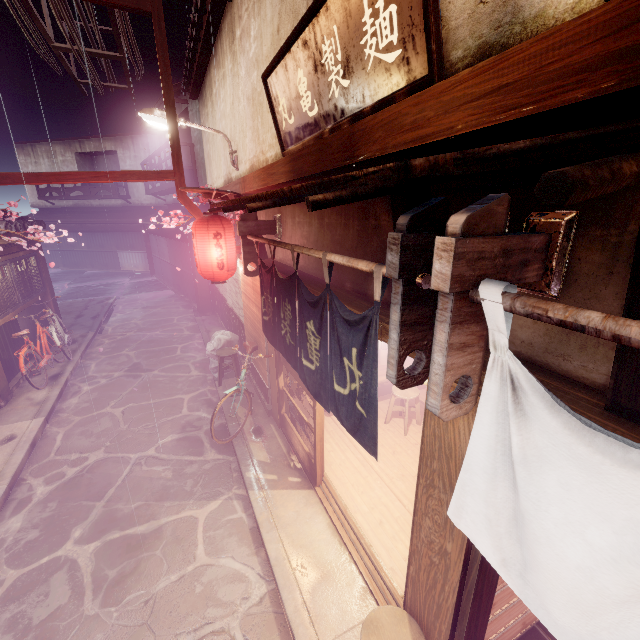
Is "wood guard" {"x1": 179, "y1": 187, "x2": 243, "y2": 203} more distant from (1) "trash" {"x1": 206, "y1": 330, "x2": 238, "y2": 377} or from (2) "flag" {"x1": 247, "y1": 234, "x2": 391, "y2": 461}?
(1) "trash" {"x1": 206, "y1": 330, "x2": 238, "y2": 377}

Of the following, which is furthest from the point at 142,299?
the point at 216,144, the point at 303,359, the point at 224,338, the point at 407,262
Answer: the point at 407,262

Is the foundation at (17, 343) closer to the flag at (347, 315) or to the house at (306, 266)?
the flag at (347, 315)

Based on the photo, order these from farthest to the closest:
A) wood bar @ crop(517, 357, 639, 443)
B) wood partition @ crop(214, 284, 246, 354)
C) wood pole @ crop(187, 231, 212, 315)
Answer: wood pole @ crop(187, 231, 212, 315) < wood partition @ crop(214, 284, 246, 354) < wood bar @ crop(517, 357, 639, 443)

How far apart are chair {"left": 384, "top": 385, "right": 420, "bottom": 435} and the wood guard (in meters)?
7.92

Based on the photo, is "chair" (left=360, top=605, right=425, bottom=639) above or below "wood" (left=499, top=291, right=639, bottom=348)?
below

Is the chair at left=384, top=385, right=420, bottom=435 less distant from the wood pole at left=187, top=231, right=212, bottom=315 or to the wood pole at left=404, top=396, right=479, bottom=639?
the wood pole at left=404, top=396, right=479, bottom=639

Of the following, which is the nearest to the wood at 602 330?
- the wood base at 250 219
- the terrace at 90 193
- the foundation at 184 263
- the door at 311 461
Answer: the door at 311 461
